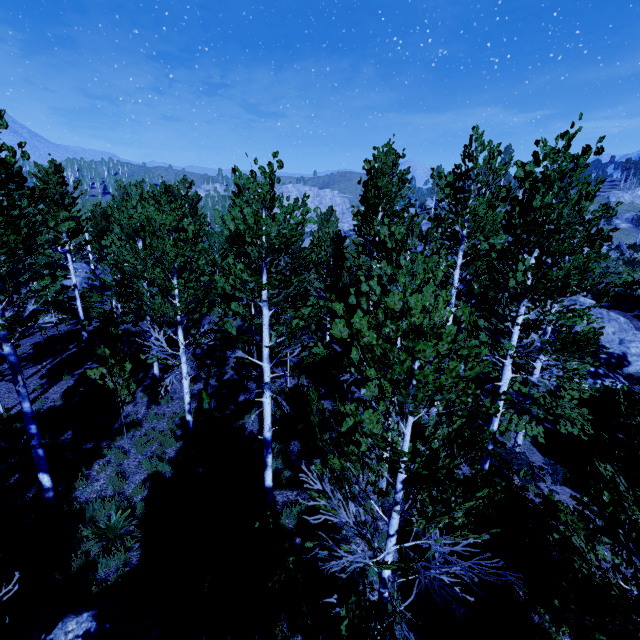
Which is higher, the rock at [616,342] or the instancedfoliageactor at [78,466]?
the rock at [616,342]

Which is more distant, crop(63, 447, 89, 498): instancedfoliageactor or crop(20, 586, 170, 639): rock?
crop(63, 447, 89, 498): instancedfoliageactor

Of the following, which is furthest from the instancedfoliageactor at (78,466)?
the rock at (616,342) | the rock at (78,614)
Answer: the rock at (616,342)

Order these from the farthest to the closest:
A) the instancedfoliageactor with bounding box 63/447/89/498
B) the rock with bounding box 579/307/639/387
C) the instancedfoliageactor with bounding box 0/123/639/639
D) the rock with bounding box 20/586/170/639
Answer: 1. the rock with bounding box 579/307/639/387
2. the instancedfoliageactor with bounding box 63/447/89/498
3. the rock with bounding box 20/586/170/639
4. the instancedfoliageactor with bounding box 0/123/639/639

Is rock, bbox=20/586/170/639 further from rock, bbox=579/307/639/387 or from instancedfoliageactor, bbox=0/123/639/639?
rock, bbox=579/307/639/387

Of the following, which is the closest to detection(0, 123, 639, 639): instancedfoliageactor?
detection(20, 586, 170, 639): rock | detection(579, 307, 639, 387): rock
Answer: detection(20, 586, 170, 639): rock

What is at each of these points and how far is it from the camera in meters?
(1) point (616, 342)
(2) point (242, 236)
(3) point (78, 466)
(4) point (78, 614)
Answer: (1) rock, 17.7
(2) instancedfoliageactor, 5.6
(3) instancedfoliageactor, 9.2
(4) rock, 5.4
